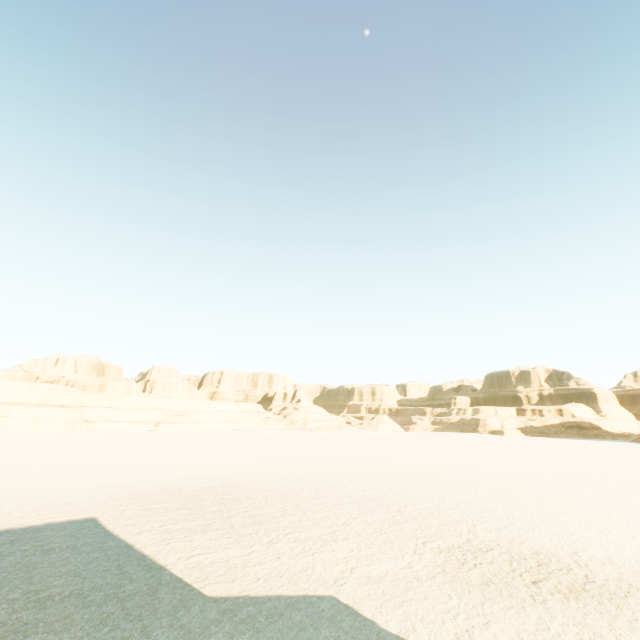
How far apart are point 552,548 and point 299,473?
17.95m
